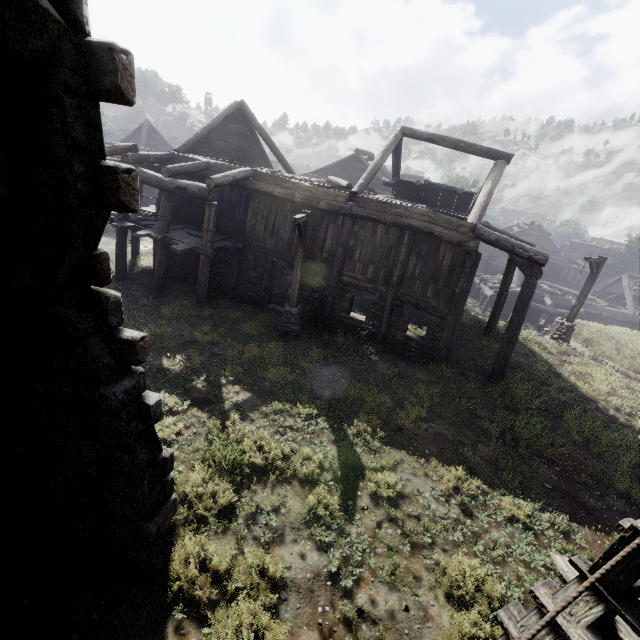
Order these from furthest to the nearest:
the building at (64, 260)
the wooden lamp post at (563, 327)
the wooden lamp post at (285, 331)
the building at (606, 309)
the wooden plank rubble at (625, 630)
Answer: the building at (606, 309), the wooden lamp post at (563, 327), the wooden lamp post at (285, 331), the wooden plank rubble at (625, 630), the building at (64, 260)

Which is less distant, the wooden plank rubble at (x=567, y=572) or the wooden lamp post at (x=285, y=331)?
the wooden plank rubble at (x=567, y=572)

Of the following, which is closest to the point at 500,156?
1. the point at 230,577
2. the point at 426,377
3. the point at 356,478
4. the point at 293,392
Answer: the point at 426,377

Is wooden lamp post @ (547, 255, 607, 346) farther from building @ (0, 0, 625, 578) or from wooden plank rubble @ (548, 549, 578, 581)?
wooden plank rubble @ (548, 549, 578, 581)

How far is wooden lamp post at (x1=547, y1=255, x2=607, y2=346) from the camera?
15.6 meters

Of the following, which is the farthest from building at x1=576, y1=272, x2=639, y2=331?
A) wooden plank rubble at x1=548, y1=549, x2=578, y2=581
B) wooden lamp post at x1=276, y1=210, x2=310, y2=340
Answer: wooden lamp post at x1=276, y1=210, x2=310, y2=340

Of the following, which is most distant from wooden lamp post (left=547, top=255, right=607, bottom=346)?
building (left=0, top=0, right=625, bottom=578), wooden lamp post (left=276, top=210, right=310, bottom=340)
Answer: wooden lamp post (left=276, top=210, right=310, bottom=340)
